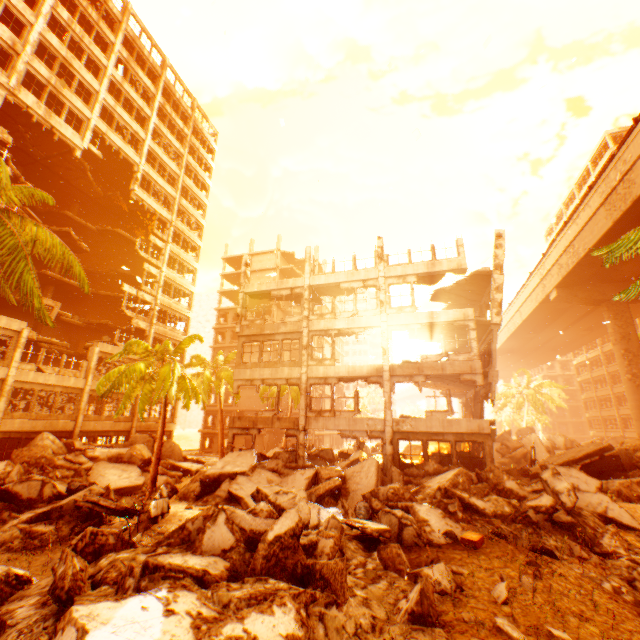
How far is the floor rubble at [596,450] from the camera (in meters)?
14.17

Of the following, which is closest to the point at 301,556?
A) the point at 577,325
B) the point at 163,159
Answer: the point at 163,159

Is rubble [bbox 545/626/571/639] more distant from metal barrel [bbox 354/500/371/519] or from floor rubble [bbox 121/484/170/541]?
metal barrel [bbox 354/500/371/519]

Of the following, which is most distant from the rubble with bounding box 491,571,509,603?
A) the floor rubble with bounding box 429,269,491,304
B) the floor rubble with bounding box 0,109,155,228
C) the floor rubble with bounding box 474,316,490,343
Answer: the floor rubble with bounding box 429,269,491,304

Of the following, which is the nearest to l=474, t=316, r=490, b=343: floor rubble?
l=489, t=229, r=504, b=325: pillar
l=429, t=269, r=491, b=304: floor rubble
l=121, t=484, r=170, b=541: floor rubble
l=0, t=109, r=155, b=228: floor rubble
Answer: l=489, t=229, r=504, b=325: pillar

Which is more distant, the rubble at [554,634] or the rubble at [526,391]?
the rubble at [526,391]

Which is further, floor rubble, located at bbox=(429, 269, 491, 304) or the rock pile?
floor rubble, located at bbox=(429, 269, 491, 304)

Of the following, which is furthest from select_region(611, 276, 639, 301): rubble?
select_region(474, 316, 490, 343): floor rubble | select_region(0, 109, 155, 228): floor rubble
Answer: select_region(474, 316, 490, 343): floor rubble
